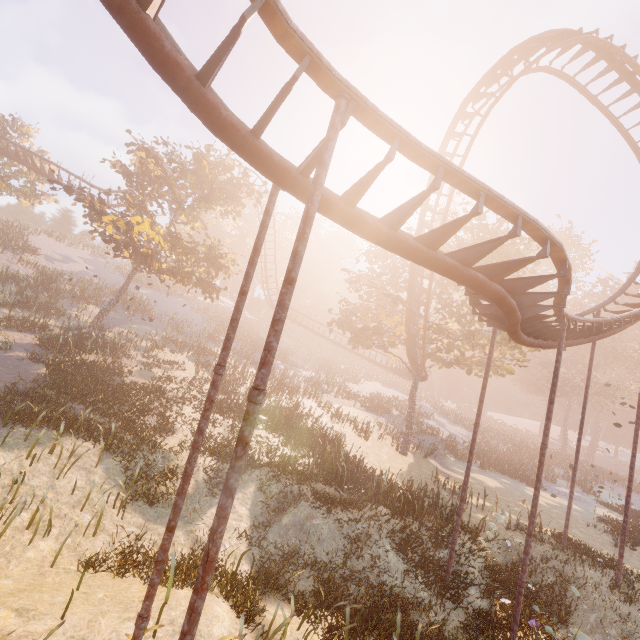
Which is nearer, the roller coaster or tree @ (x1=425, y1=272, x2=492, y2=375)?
the roller coaster

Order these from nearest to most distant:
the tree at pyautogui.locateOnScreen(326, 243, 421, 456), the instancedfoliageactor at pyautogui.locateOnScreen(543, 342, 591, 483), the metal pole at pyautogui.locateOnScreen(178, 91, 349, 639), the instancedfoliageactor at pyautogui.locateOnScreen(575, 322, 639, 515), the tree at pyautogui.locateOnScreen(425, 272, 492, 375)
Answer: the metal pole at pyautogui.locateOnScreen(178, 91, 349, 639), the tree at pyautogui.locateOnScreen(425, 272, 492, 375), the tree at pyautogui.locateOnScreen(326, 243, 421, 456), the instancedfoliageactor at pyautogui.locateOnScreen(575, 322, 639, 515), the instancedfoliageactor at pyautogui.locateOnScreen(543, 342, 591, 483)

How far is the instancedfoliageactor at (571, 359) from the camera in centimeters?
3830cm

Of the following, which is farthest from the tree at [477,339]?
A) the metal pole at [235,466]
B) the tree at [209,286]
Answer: the metal pole at [235,466]

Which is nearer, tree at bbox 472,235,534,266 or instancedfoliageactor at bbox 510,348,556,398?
tree at bbox 472,235,534,266

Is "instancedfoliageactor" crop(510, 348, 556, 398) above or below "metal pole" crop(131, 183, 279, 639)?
above

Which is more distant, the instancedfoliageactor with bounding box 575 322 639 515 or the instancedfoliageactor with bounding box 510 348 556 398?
the instancedfoliageactor with bounding box 510 348 556 398

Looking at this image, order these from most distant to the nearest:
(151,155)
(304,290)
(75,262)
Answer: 1. (304,290)
2. (75,262)
3. (151,155)
